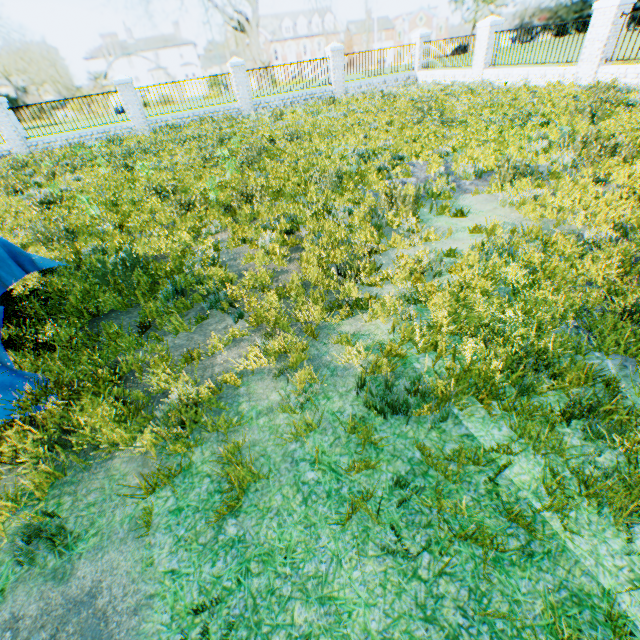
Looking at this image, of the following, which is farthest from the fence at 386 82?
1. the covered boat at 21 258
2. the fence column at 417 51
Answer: the covered boat at 21 258

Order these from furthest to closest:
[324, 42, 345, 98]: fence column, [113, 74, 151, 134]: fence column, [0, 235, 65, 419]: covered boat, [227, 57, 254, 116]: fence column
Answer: [324, 42, 345, 98]: fence column, [227, 57, 254, 116]: fence column, [113, 74, 151, 134]: fence column, [0, 235, 65, 419]: covered boat

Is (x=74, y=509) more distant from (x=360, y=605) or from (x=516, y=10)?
(x=516, y=10)

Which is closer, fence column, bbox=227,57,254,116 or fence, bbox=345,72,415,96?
fence column, bbox=227,57,254,116

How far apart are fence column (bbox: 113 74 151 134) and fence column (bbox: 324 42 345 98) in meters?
10.4 m

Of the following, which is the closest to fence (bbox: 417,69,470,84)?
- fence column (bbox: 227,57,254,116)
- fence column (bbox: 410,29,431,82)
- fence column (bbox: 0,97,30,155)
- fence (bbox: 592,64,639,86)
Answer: fence column (bbox: 410,29,431,82)

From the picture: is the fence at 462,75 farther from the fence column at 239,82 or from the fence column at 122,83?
the fence column at 122,83

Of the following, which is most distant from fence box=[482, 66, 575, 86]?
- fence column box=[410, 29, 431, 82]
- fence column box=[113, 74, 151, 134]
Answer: fence column box=[113, 74, 151, 134]
